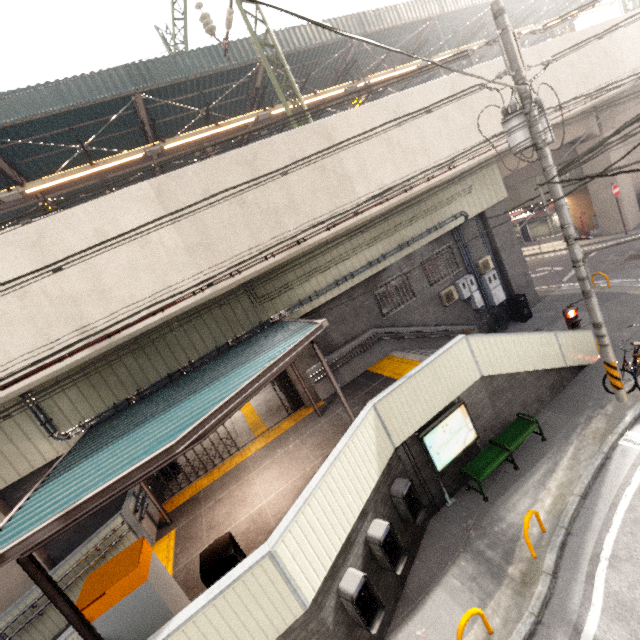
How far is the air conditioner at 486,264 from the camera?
13.87m

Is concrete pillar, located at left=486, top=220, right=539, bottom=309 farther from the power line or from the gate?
the gate

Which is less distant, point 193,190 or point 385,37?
point 193,190

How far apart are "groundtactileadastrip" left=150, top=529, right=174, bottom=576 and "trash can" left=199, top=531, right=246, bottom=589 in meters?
1.4 m

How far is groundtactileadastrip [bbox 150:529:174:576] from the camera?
7.16m

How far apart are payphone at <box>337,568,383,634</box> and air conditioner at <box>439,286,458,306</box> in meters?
10.1

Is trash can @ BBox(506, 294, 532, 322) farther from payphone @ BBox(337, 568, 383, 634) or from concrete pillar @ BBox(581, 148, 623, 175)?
payphone @ BBox(337, 568, 383, 634)

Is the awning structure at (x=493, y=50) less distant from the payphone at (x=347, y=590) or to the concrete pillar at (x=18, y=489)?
the concrete pillar at (x=18, y=489)
